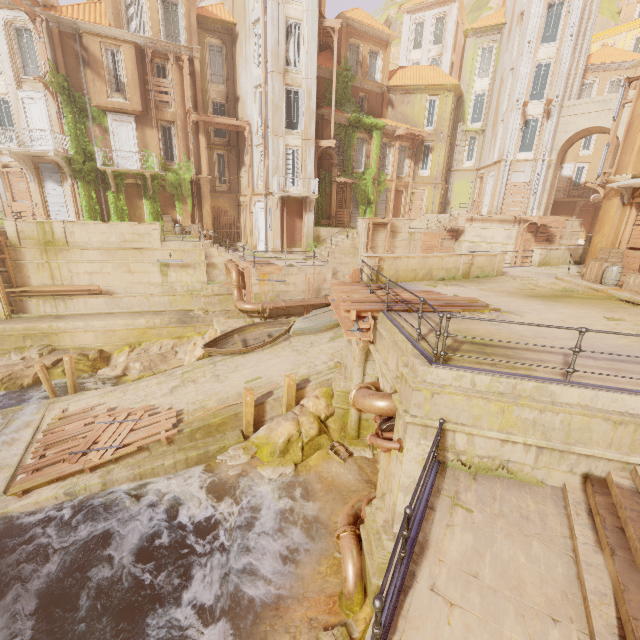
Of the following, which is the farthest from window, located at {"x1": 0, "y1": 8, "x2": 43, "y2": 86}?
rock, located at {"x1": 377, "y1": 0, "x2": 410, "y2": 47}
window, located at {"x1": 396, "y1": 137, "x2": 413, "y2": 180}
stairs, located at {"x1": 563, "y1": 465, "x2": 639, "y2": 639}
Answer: rock, located at {"x1": 377, "y1": 0, "x2": 410, "y2": 47}

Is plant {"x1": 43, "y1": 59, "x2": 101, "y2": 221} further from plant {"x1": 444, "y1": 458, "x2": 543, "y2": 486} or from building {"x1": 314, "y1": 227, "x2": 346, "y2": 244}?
plant {"x1": 444, "y1": 458, "x2": 543, "y2": 486}

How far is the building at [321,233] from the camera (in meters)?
26.36

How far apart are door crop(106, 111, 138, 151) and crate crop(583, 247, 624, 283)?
28.1m

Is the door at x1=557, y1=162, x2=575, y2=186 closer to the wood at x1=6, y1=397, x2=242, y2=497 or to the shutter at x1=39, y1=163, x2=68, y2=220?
the wood at x1=6, y1=397, x2=242, y2=497

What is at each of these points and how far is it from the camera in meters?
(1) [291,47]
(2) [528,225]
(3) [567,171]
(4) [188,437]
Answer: (1) shutter, 22.1 m
(2) wood, 26.8 m
(3) door, 34.2 m
(4) walkway, 12.7 m

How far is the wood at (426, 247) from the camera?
28.1 meters

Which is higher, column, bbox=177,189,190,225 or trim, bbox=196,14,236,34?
trim, bbox=196,14,236,34
